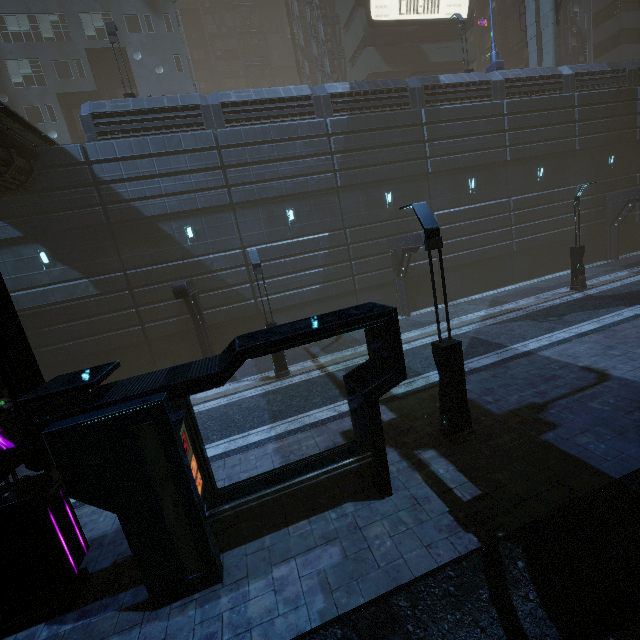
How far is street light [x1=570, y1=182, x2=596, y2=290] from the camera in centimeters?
1720cm

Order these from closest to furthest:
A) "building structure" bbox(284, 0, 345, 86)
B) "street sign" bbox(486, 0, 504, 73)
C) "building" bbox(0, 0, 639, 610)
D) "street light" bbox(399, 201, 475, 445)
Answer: "building" bbox(0, 0, 639, 610)
"street light" bbox(399, 201, 475, 445)
"street sign" bbox(486, 0, 504, 73)
"building structure" bbox(284, 0, 345, 86)

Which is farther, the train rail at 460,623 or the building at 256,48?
the building at 256,48

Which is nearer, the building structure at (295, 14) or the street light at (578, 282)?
the street light at (578, 282)

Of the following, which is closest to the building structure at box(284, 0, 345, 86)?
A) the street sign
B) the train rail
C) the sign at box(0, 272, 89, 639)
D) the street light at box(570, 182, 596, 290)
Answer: the street sign

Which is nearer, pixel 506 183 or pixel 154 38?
pixel 506 183

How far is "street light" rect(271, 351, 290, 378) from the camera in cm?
1387

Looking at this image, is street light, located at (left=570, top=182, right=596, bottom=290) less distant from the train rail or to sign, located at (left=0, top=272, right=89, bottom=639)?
the train rail
